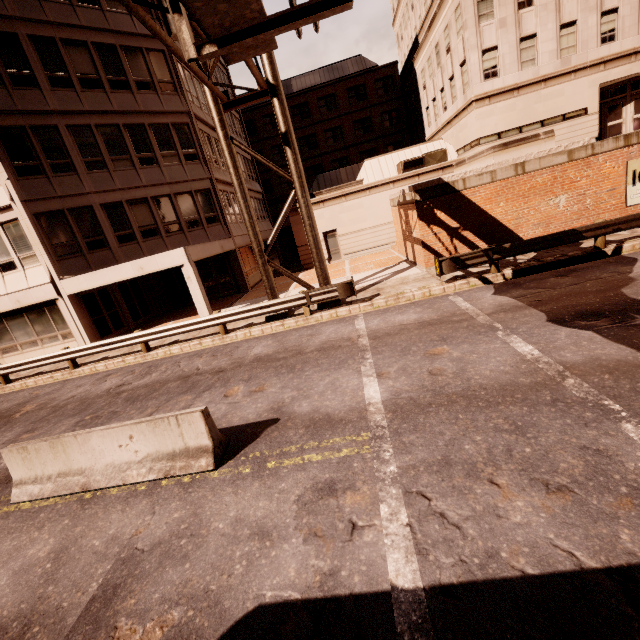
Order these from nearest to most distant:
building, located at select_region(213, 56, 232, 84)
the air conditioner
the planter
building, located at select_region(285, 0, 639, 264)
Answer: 1. the planter
2. building, located at select_region(285, 0, 639, 264)
3. the air conditioner
4. building, located at select_region(213, 56, 232, 84)

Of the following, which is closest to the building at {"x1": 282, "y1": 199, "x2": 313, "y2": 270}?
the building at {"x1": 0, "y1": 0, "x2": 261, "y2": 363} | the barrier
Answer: the building at {"x1": 0, "y1": 0, "x2": 261, "y2": 363}

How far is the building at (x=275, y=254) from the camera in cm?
3213

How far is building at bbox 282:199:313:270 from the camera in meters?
24.1

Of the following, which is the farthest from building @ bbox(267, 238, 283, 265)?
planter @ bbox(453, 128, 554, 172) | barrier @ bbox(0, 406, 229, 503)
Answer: planter @ bbox(453, 128, 554, 172)

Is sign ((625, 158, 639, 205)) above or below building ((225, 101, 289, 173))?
below

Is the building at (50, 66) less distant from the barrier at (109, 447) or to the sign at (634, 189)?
the barrier at (109, 447)

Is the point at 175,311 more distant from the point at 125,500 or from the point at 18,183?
the point at 125,500
